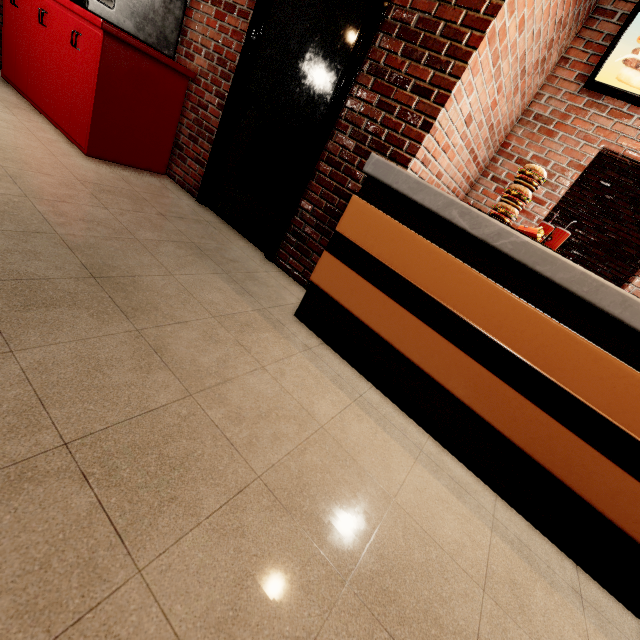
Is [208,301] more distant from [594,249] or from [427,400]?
[594,249]
